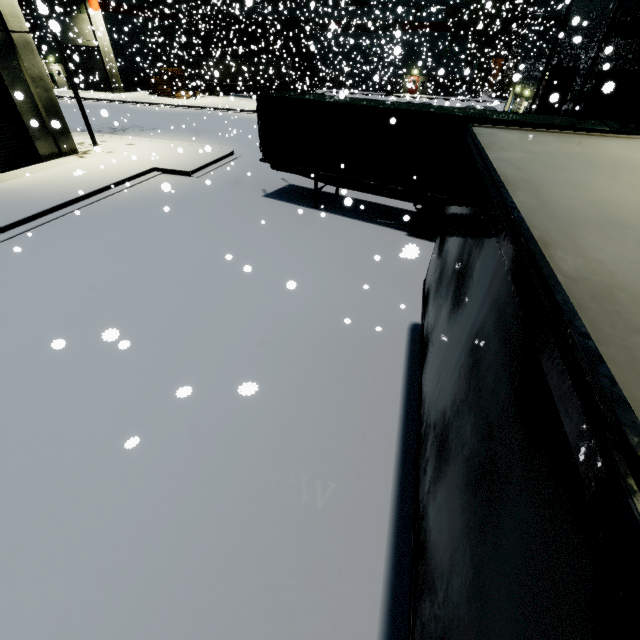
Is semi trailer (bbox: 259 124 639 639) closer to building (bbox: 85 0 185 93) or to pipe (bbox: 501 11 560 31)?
building (bbox: 85 0 185 93)

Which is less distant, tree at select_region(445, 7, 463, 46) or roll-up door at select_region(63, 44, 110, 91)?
roll-up door at select_region(63, 44, 110, 91)

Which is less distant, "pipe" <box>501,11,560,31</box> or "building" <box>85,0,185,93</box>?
"building" <box>85,0,185,93</box>

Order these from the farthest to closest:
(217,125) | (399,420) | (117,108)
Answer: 1. (117,108)
2. (217,125)
3. (399,420)

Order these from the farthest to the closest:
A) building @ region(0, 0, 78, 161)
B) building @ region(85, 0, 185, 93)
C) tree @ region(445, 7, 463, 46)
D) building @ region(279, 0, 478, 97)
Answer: tree @ region(445, 7, 463, 46), building @ region(279, 0, 478, 97), building @ region(85, 0, 185, 93), building @ region(0, 0, 78, 161)

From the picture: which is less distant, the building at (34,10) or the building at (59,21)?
the building at (34,10)

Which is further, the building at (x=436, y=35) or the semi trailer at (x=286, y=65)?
the semi trailer at (x=286, y=65)

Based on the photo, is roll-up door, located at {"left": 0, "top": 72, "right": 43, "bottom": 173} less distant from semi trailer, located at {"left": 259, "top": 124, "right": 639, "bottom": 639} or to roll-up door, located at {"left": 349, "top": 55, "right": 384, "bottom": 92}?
semi trailer, located at {"left": 259, "top": 124, "right": 639, "bottom": 639}
